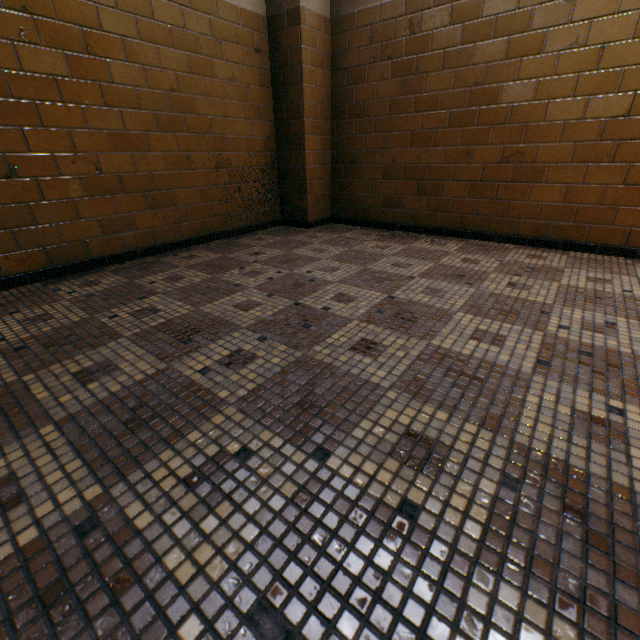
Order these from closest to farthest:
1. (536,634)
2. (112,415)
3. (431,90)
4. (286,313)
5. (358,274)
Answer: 1. (536,634)
2. (112,415)
3. (286,313)
4. (358,274)
5. (431,90)
